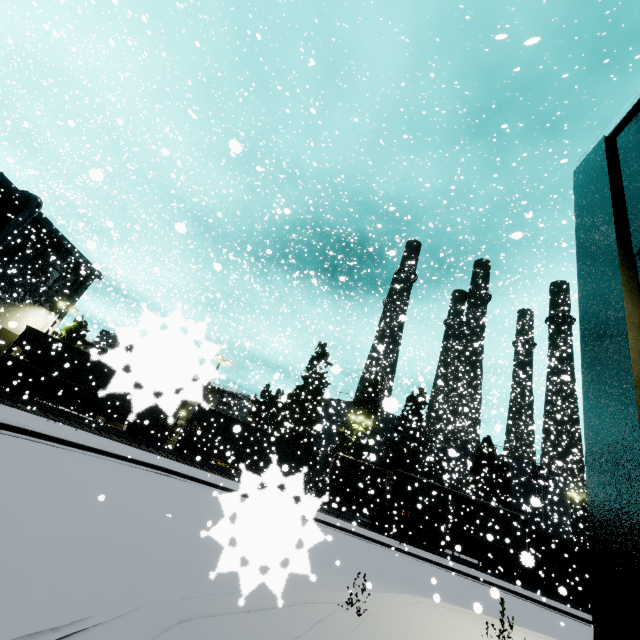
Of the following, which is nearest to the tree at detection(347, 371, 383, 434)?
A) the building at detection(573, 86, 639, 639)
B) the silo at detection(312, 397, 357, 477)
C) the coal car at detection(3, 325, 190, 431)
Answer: the silo at detection(312, 397, 357, 477)

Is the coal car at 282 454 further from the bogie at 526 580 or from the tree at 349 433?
the tree at 349 433

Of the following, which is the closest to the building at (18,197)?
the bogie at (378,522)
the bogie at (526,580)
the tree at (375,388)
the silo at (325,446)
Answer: the silo at (325,446)

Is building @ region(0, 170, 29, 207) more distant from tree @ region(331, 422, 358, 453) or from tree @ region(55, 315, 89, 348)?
tree @ region(331, 422, 358, 453)

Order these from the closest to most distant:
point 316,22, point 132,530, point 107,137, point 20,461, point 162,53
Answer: point 132,530
point 20,461
point 316,22
point 162,53
point 107,137

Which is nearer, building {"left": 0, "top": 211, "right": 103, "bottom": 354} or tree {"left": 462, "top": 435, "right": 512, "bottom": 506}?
building {"left": 0, "top": 211, "right": 103, "bottom": 354}

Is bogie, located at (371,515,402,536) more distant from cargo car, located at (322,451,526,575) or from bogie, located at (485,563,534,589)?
bogie, located at (485,563,534,589)

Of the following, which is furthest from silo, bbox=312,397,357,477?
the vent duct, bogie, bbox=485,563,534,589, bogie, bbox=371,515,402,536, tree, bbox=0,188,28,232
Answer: bogie, bbox=371,515,402,536
